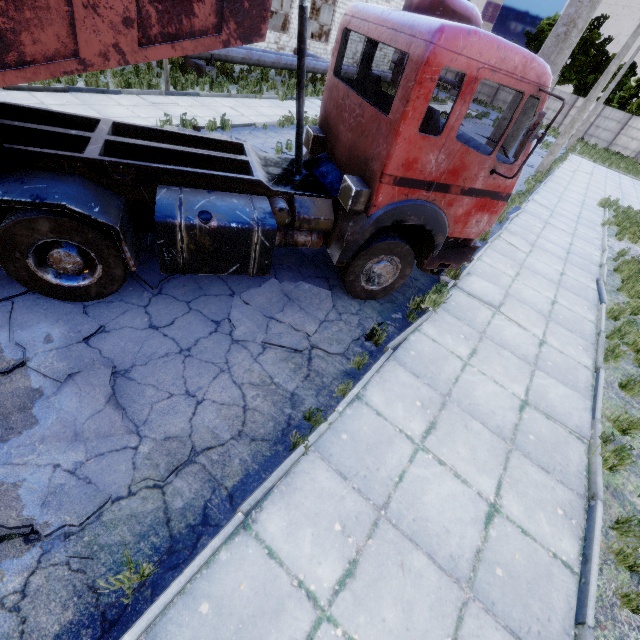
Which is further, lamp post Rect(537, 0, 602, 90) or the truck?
lamp post Rect(537, 0, 602, 90)

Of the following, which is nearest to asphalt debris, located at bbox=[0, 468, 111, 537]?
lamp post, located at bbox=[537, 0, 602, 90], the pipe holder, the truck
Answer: the truck

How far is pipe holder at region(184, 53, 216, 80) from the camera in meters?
14.1

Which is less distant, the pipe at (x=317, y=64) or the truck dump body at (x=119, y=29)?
the truck dump body at (x=119, y=29)

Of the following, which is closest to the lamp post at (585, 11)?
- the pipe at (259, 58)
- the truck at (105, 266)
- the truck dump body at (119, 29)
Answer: the truck at (105, 266)

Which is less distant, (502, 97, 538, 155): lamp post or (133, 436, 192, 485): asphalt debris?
(133, 436, 192, 485): asphalt debris

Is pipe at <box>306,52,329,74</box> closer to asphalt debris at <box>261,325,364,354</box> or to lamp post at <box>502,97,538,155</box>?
asphalt debris at <box>261,325,364,354</box>

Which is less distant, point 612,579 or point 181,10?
point 181,10
